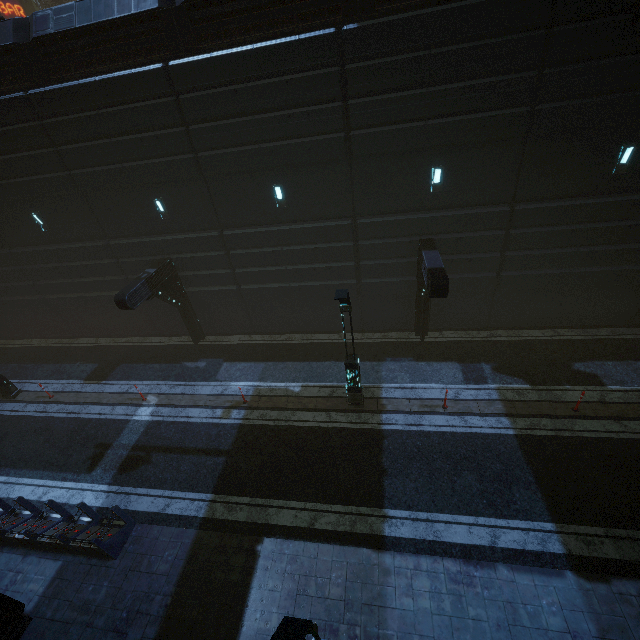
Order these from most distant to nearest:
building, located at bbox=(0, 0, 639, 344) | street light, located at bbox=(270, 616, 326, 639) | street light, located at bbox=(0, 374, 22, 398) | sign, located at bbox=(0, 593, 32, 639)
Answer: street light, located at bbox=(0, 374, 22, 398) < building, located at bbox=(0, 0, 639, 344) < sign, located at bbox=(0, 593, 32, 639) < street light, located at bbox=(270, 616, 326, 639)

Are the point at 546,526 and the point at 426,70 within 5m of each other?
no

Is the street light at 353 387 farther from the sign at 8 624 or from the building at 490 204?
the sign at 8 624

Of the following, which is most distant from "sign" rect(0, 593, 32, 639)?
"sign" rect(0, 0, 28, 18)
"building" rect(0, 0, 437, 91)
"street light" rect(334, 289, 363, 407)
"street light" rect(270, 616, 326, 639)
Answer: "sign" rect(0, 0, 28, 18)

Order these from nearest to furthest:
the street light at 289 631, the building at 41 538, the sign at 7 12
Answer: the street light at 289 631 → the building at 41 538 → the sign at 7 12

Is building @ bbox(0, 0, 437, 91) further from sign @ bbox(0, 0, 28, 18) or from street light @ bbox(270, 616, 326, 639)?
street light @ bbox(270, 616, 326, 639)

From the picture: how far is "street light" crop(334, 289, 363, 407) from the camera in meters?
9.4 m

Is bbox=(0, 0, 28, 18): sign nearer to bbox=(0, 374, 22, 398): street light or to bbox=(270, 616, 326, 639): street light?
bbox=(0, 374, 22, 398): street light
